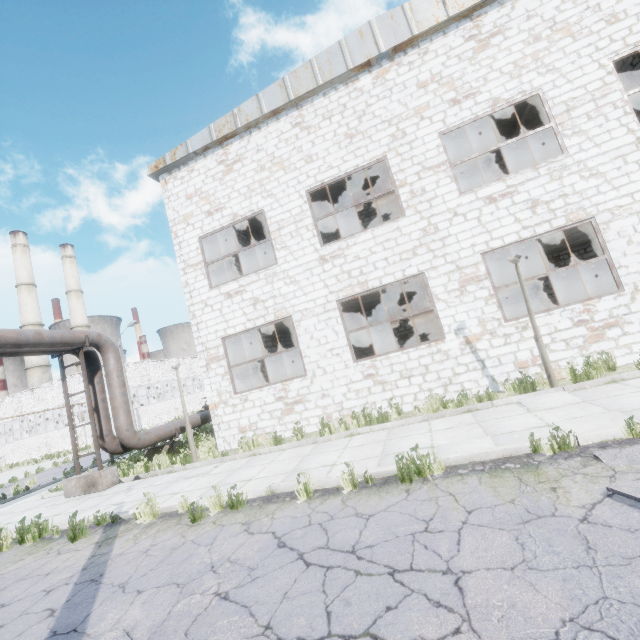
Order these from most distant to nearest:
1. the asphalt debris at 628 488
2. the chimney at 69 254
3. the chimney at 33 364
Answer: the chimney at 69 254
the chimney at 33 364
the asphalt debris at 628 488

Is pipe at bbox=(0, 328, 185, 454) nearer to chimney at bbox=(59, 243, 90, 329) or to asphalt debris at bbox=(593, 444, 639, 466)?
asphalt debris at bbox=(593, 444, 639, 466)

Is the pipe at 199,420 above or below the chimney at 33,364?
below

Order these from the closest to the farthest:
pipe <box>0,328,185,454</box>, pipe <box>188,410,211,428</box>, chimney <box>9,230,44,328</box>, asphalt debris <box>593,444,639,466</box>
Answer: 1. asphalt debris <box>593,444,639,466</box>
2. pipe <box>0,328,185,454</box>
3. pipe <box>188,410,211,428</box>
4. chimney <box>9,230,44,328</box>

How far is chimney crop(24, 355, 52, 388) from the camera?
44.44m

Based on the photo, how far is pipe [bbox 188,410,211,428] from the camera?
14.70m

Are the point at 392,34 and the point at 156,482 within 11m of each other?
no

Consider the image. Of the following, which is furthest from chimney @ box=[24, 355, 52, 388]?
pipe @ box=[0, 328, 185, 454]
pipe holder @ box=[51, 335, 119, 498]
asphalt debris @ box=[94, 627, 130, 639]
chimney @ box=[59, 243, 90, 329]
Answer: asphalt debris @ box=[94, 627, 130, 639]
